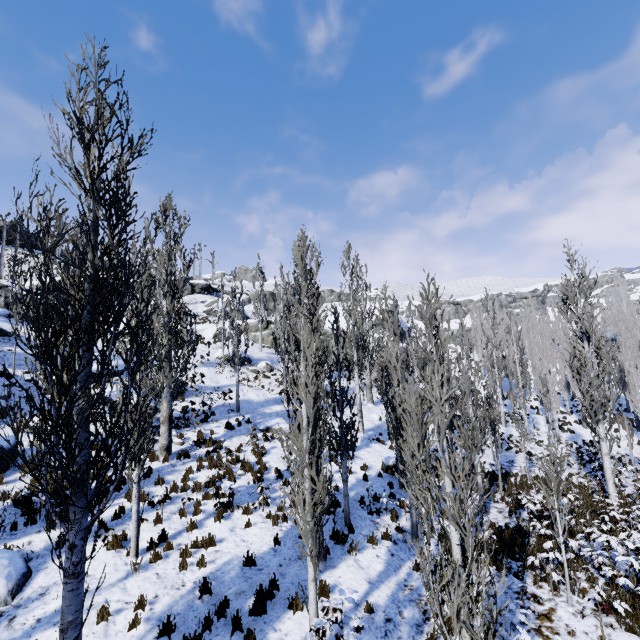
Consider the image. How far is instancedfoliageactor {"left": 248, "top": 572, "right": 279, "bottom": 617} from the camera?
7.05m

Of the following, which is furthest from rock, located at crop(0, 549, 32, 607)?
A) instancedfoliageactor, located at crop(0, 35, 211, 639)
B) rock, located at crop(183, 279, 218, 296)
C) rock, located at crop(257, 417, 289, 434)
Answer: rock, located at crop(183, 279, 218, 296)

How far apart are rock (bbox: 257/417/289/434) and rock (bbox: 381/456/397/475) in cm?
498

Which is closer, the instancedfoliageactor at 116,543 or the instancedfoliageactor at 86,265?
the instancedfoliageactor at 86,265

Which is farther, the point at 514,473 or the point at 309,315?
the point at 514,473

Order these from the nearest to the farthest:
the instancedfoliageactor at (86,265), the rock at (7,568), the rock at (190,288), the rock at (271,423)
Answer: the instancedfoliageactor at (86,265) < the rock at (7,568) < the rock at (271,423) < the rock at (190,288)

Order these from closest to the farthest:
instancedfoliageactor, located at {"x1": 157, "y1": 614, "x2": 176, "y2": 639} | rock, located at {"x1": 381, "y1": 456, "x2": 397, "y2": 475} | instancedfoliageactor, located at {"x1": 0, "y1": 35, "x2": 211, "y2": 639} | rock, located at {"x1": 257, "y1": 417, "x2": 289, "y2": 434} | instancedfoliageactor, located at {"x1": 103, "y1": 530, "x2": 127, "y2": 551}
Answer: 1. instancedfoliageactor, located at {"x1": 0, "y1": 35, "x2": 211, "y2": 639}
2. instancedfoliageactor, located at {"x1": 157, "y1": 614, "x2": 176, "y2": 639}
3. instancedfoliageactor, located at {"x1": 103, "y1": 530, "x2": 127, "y2": 551}
4. rock, located at {"x1": 381, "y1": 456, "x2": 397, "y2": 475}
5. rock, located at {"x1": 257, "y1": 417, "x2": 289, "y2": 434}

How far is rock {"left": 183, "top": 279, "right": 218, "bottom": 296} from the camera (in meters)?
51.41
